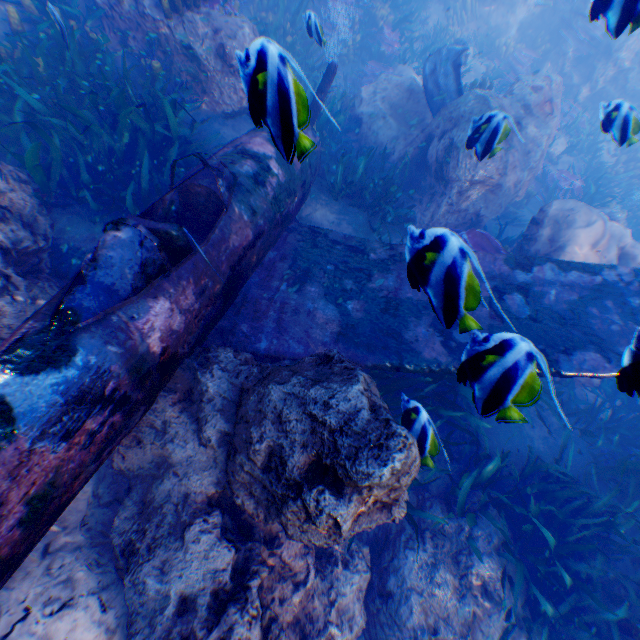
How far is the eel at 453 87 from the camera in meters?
7.8 m

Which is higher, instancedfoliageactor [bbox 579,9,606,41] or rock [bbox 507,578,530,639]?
instancedfoliageactor [bbox 579,9,606,41]

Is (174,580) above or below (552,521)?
above

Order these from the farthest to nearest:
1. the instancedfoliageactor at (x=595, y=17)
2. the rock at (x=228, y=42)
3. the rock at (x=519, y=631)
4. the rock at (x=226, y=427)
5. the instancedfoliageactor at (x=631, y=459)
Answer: the rock at (x=519, y=631), the instancedfoliageactor at (x=631, y=459), the instancedfoliageactor at (x=595, y=17), the rock at (x=226, y=427), the rock at (x=228, y=42)

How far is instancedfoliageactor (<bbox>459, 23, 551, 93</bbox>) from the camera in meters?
11.4

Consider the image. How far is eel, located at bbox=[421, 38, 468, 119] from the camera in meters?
7.8

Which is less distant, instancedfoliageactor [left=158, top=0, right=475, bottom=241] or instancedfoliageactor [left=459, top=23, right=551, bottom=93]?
instancedfoliageactor [left=158, top=0, right=475, bottom=241]

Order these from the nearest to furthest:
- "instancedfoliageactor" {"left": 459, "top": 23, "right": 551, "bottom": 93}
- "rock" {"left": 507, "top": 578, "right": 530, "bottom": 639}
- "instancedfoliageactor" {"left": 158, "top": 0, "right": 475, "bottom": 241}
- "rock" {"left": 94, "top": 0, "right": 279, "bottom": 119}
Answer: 1. "rock" {"left": 94, "top": 0, "right": 279, "bottom": 119}
2. "rock" {"left": 507, "top": 578, "right": 530, "bottom": 639}
3. "instancedfoliageactor" {"left": 158, "top": 0, "right": 475, "bottom": 241}
4. "instancedfoliageactor" {"left": 459, "top": 23, "right": 551, "bottom": 93}
